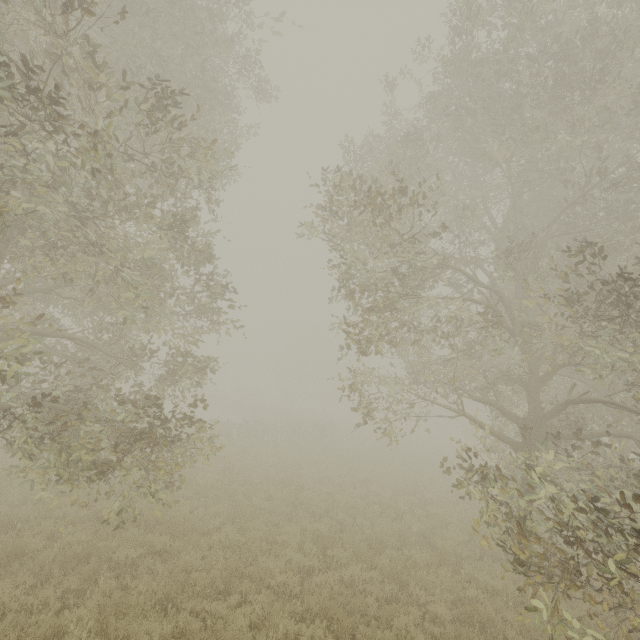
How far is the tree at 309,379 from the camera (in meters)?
57.31

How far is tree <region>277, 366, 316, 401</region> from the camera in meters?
57.3

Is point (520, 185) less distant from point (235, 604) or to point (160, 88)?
point (160, 88)
